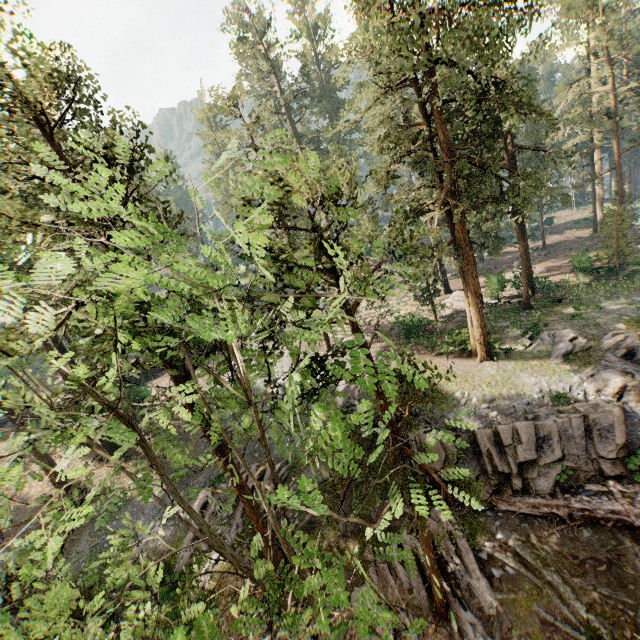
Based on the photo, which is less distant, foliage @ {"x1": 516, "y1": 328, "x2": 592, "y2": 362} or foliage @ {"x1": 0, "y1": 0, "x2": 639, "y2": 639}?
foliage @ {"x1": 0, "y1": 0, "x2": 639, "y2": 639}

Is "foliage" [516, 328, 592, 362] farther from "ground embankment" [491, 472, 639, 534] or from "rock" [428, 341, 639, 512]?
"ground embankment" [491, 472, 639, 534]

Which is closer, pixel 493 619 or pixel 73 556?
pixel 493 619

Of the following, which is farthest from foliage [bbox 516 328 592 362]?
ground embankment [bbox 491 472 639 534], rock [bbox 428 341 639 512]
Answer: ground embankment [bbox 491 472 639 534]

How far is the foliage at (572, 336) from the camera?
21.4 meters

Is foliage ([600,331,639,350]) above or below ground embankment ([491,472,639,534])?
above

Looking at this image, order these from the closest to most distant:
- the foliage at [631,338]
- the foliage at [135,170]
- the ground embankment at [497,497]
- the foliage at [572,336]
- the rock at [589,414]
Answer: the foliage at [135,170]
the ground embankment at [497,497]
the rock at [589,414]
the foliage at [631,338]
the foliage at [572,336]

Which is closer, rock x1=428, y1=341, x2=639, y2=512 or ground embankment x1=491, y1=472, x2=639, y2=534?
ground embankment x1=491, y1=472, x2=639, y2=534
